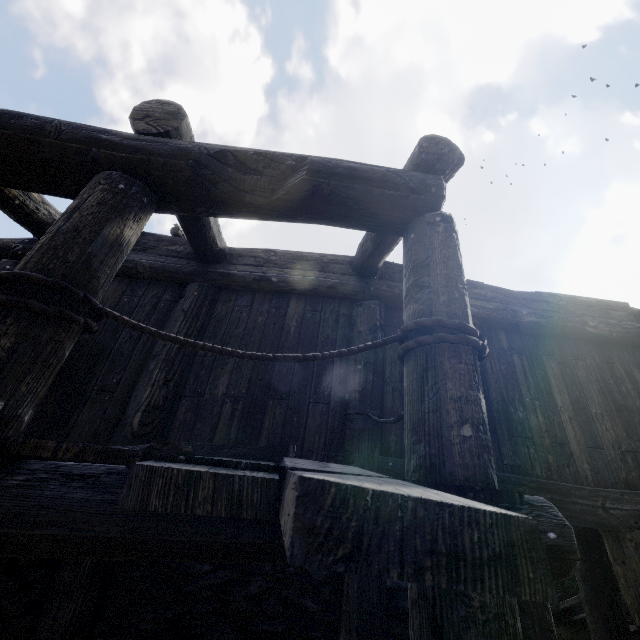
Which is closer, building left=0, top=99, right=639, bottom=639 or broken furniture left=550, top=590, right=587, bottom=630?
building left=0, top=99, right=639, bottom=639

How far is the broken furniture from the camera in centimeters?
692cm

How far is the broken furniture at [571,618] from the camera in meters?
6.9

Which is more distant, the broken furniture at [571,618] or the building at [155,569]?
the broken furniture at [571,618]

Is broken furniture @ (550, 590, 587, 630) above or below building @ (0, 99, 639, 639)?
below

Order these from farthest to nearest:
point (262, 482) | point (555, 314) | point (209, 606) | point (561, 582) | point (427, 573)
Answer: point (561, 582) < point (555, 314) < point (209, 606) < point (262, 482) < point (427, 573)
